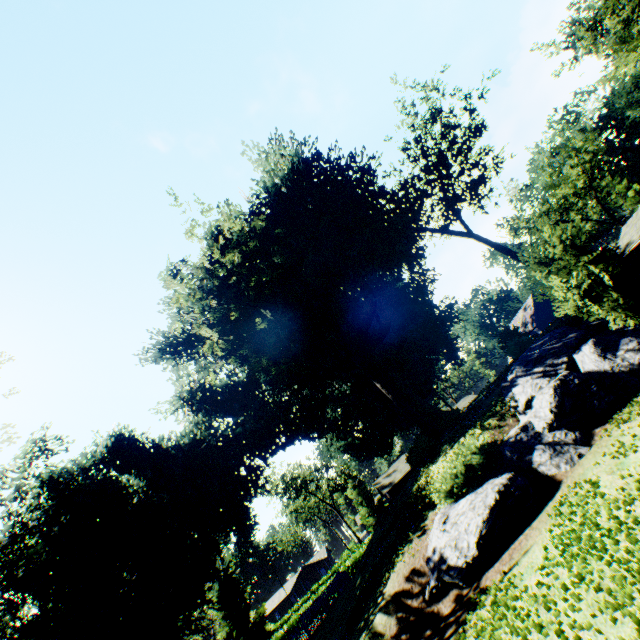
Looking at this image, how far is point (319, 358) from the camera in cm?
3159

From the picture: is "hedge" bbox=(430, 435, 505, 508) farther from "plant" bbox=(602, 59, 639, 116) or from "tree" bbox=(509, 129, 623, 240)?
"tree" bbox=(509, 129, 623, 240)

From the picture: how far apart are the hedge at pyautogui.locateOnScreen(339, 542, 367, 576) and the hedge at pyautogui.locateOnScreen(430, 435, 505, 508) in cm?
3043

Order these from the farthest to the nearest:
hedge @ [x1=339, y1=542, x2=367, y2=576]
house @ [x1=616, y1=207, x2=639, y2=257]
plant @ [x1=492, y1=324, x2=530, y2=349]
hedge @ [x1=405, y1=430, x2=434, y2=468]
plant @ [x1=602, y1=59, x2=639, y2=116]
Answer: plant @ [x1=602, y1=59, x2=639, y2=116], plant @ [x1=492, y1=324, x2=530, y2=349], hedge @ [x1=339, y1=542, x2=367, y2=576], house @ [x1=616, y1=207, x2=639, y2=257], hedge @ [x1=405, y1=430, x2=434, y2=468]

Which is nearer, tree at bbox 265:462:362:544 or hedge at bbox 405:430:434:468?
hedge at bbox 405:430:434:468

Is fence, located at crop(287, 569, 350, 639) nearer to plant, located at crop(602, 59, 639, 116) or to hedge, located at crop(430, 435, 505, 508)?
hedge, located at crop(430, 435, 505, 508)

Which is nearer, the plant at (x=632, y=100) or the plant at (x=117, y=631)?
the plant at (x=117, y=631)

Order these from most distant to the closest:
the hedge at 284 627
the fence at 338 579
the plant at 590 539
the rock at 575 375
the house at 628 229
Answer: the hedge at 284 627 → the house at 628 229 → the fence at 338 579 → the rock at 575 375 → the plant at 590 539
